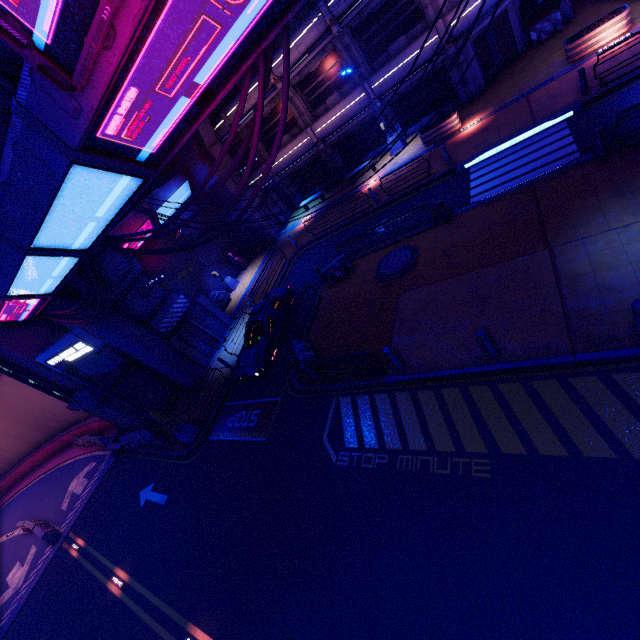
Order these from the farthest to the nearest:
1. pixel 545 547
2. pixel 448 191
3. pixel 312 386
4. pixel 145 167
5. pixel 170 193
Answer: pixel 170 193 < pixel 448 191 < pixel 312 386 < pixel 145 167 < pixel 545 547

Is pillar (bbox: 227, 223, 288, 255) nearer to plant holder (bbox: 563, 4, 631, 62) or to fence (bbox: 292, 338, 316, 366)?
fence (bbox: 292, 338, 316, 366)

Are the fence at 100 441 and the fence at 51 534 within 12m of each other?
yes

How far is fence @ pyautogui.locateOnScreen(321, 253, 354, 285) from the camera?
15.95m

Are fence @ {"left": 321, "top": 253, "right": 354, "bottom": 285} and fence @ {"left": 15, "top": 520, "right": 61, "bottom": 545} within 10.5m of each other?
no

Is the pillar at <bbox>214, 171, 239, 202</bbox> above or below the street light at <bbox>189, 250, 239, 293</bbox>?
above

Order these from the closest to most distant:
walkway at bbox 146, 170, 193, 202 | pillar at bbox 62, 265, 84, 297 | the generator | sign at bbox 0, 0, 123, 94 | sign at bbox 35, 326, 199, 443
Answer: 1. sign at bbox 0, 0, 123, 94
2. sign at bbox 35, 326, 199, 443
3. pillar at bbox 62, 265, 84, 297
4. walkway at bbox 146, 170, 193, 202
5. the generator

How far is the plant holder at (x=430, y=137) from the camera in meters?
18.4
